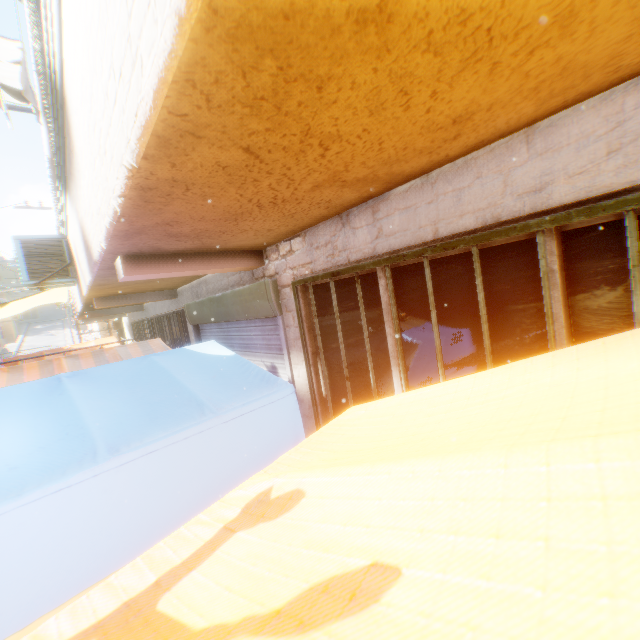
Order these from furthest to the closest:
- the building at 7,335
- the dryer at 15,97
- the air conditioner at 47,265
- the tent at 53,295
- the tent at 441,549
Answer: the building at 7,335
the tent at 53,295
the air conditioner at 47,265
the dryer at 15,97
the tent at 441,549

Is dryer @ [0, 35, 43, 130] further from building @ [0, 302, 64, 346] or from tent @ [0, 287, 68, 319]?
tent @ [0, 287, 68, 319]

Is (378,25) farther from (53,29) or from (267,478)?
(53,29)

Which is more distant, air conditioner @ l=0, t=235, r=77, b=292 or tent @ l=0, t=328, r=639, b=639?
air conditioner @ l=0, t=235, r=77, b=292

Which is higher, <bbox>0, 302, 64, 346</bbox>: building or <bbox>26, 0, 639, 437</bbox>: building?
<bbox>0, 302, 64, 346</bbox>: building

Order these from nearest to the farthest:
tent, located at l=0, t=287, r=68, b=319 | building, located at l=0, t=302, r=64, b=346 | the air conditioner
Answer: the air conditioner → tent, located at l=0, t=287, r=68, b=319 → building, located at l=0, t=302, r=64, b=346

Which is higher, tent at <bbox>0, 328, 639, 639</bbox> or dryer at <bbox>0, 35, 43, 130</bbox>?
dryer at <bbox>0, 35, 43, 130</bbox>

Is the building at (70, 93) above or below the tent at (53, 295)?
below
